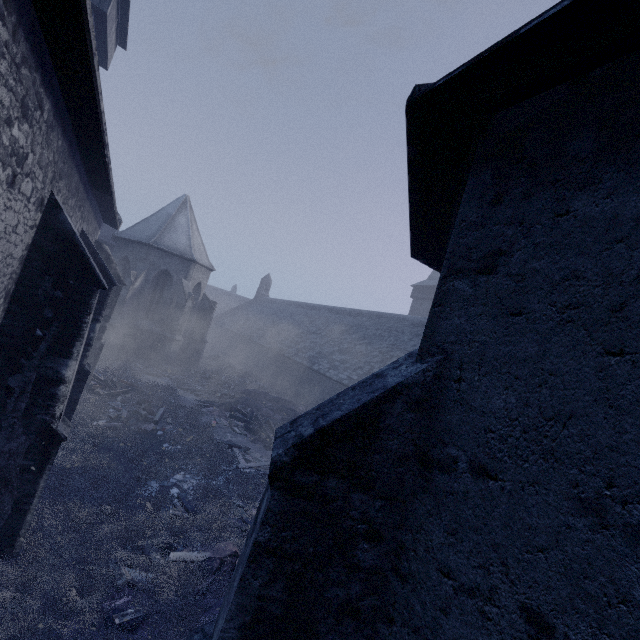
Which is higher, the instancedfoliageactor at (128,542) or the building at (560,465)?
the building at (560,465)

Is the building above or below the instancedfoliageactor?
above

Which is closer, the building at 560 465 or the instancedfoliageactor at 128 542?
the building at 560 465

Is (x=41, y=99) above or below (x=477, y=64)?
below

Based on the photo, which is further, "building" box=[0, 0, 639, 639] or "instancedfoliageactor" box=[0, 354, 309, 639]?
"instancedfoliageactor" box=[0, 354, 309, 639]
